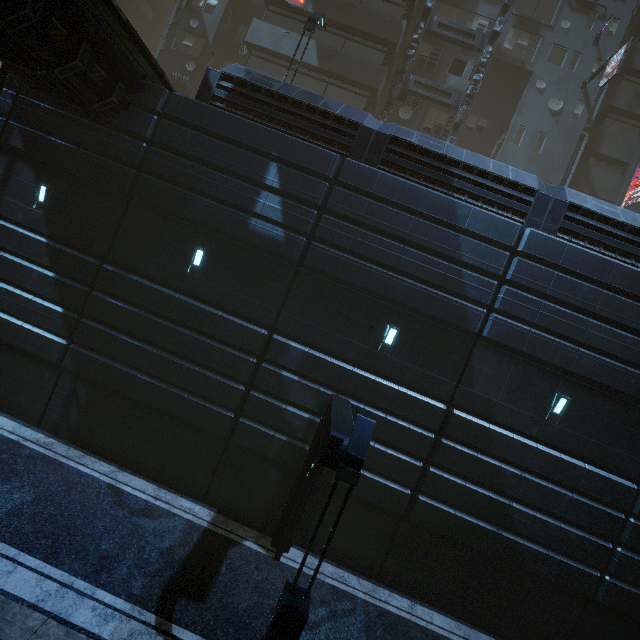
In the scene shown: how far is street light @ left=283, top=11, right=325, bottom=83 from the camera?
13.1m

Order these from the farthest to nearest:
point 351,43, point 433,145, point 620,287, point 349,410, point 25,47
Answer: point 351,43, point 433,145, point 620,287, point 349,410, point 25,47

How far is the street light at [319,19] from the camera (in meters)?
13.14

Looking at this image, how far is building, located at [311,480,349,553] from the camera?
9.9m

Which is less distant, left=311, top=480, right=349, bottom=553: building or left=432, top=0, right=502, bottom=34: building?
left=311, top=480, right=349, bottom=553: building

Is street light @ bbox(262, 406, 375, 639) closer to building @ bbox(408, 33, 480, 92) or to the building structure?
building @ bbox(408, 33, 480, 92)

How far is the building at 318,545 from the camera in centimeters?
992cm

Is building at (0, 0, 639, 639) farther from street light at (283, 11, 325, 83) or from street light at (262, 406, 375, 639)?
street light at (283, 11, 325, 83)
